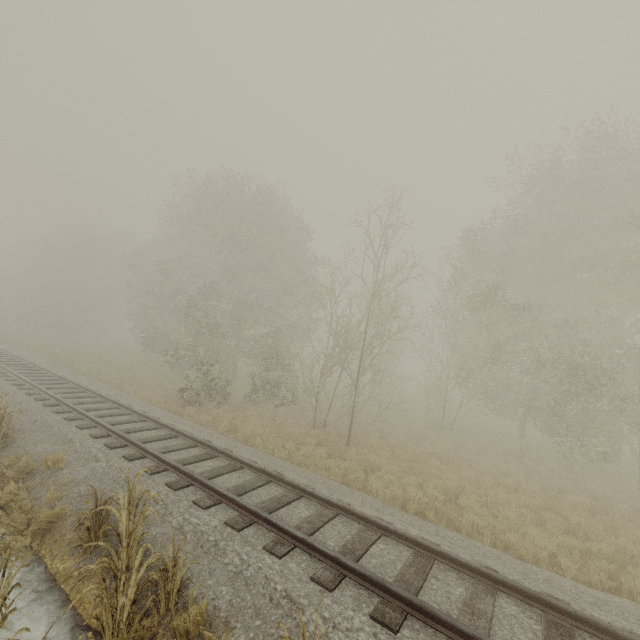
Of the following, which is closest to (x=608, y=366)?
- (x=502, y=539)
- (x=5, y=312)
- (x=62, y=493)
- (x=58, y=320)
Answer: (x=502, y=539)
